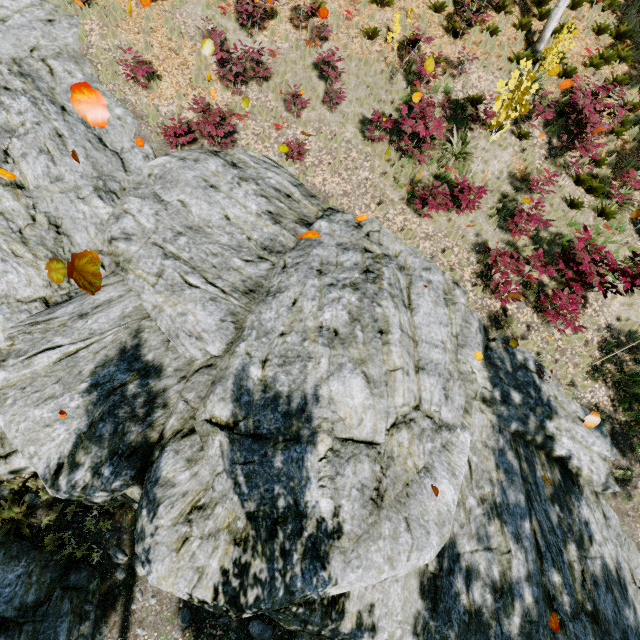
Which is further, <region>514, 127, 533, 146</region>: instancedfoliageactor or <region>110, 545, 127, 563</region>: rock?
<region>514, 127, 533, 146</region>: instancedfoliageactor

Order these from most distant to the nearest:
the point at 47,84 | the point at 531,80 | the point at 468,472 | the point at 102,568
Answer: the point at 47,84 < the point at 531,80 < the point at 468,472 < the point at 102,568

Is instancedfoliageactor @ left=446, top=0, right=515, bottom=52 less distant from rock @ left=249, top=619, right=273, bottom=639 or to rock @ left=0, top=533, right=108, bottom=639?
rock @ left=0, top=533, right=108, bottom=639

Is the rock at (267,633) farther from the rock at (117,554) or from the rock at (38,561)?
the rock at (117,554)

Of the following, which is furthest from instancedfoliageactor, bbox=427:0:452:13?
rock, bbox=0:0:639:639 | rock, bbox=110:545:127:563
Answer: rock, bbox=110:545:127:563

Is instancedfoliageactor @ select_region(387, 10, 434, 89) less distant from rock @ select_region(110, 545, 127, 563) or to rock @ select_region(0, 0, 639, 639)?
rock @ select_region(0, 0, 639, 639)

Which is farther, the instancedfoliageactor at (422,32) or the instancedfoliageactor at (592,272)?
the instancedfoliageactor at (422,32)

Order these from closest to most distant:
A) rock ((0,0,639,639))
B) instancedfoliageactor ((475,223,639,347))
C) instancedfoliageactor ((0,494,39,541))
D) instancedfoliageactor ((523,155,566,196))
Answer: rock ((0,0,639,639)) → instancedfoliageactor ((0,494,39,541)) → instancedfoliageactor ((475,223,639,347)) → instancedfoliageactor ((523,155,566,196))
